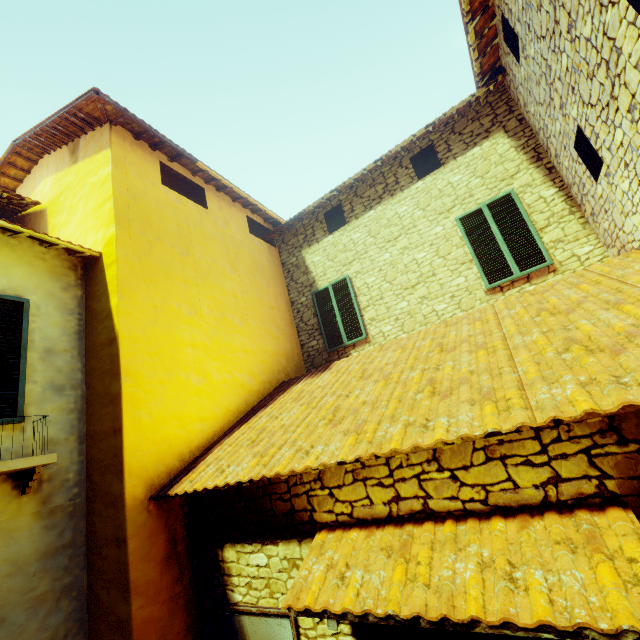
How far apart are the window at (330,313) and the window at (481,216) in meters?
2.7

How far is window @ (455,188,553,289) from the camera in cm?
582

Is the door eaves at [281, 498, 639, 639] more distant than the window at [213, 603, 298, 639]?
No

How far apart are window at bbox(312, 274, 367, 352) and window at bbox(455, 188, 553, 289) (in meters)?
2.65

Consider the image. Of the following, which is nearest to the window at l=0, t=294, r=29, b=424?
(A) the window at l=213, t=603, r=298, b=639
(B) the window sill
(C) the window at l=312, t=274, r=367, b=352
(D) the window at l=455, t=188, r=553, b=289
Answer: (B) the window sill

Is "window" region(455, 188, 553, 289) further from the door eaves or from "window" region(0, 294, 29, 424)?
"window" region(0, 294, 29, 424)

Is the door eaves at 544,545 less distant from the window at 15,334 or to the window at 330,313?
the window at 15,334

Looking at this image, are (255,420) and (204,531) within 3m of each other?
yes
